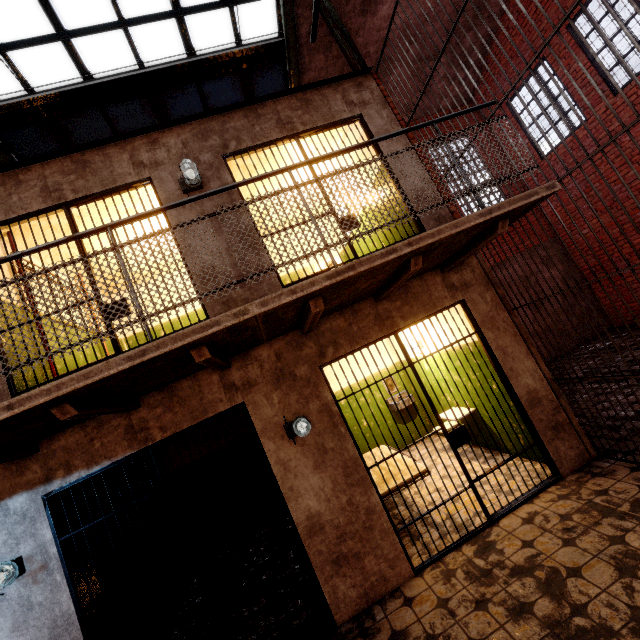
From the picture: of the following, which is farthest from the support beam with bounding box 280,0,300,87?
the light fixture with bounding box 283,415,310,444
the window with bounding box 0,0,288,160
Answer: the light fixture with bounding box 283,415,310,444

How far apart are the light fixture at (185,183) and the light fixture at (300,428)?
2.94m

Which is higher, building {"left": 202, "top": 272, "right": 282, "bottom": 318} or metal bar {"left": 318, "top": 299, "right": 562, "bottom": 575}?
building {"left": 202, "top": 272, "right": 282, "bottom": 318}

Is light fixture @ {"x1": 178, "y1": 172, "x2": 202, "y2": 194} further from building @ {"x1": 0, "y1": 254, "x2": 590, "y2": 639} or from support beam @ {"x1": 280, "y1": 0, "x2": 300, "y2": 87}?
support beam @ {"x1": 280, "y1": 0, "x2": 300, "y2": 87}

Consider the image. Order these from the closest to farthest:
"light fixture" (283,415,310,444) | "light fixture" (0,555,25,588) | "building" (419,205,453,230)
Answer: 1. "light fixture" (0,555,25,588)
2. "light fixture" (283,415,310,444)
3. "building" (419,205,453,230)

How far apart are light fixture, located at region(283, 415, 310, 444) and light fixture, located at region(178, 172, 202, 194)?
2.9 meters

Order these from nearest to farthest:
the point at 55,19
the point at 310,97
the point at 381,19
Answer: the point at 310,97 → the point at 55,19 → the point at 381,19

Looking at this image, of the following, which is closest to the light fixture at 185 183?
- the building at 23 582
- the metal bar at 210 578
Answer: the building at 23 582
